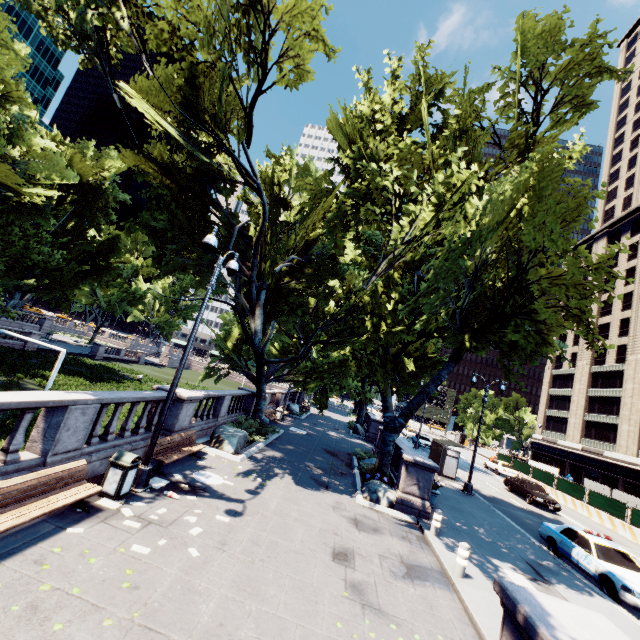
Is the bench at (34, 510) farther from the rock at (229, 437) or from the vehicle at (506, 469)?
the vehicle at (506, 469)

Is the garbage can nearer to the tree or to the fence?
the tree

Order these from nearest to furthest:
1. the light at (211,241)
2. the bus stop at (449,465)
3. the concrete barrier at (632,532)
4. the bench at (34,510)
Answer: the bench at (34,510) → the light at (211,241) → the concrete barrier at (632,532) → the bus stop at (449,465)

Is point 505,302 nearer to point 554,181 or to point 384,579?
point 554,181

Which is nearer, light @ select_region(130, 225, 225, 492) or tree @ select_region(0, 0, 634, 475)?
light @ select_region(130, 225, 225, 492)

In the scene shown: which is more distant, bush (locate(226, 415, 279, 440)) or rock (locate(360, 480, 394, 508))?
bush (locate(226, 415, 279, 440))

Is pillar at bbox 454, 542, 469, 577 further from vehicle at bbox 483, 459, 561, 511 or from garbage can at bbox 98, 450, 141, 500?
vehicle at bbox 483, 459, 561, 511

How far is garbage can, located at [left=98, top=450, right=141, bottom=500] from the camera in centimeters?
779cm
